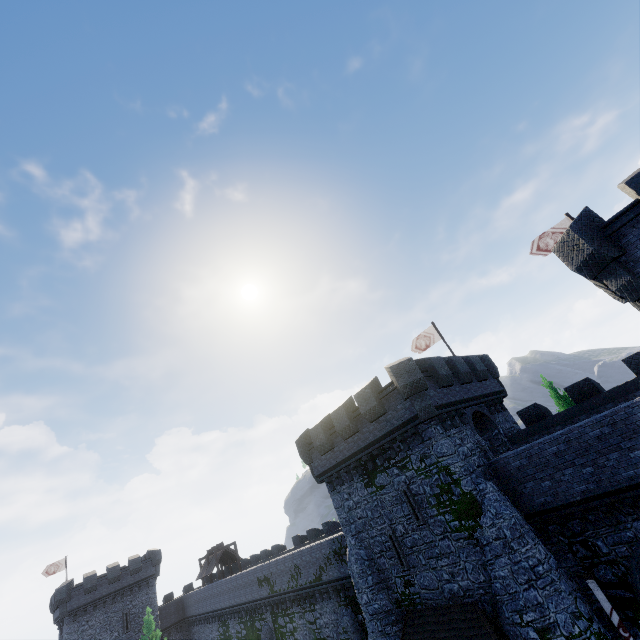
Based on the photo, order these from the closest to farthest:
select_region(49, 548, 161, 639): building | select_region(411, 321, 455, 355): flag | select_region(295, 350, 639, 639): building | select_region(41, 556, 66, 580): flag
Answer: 1. select_region(295, 350, 639, 639): building
2. select_region(411, 321, 455, 355): flag
3. select_region(49, 548, 161, 639): building
4. select_region(41, 556, 66, 580): flag

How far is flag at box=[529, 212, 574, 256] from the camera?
19.9m

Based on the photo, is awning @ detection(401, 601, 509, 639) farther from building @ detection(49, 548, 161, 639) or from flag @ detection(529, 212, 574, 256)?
building @ detection(49, 548, 161, 639)

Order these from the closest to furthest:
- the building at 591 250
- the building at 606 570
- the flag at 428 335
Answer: the building at 591 250 < the building at 606 570 < the flag at 428 335

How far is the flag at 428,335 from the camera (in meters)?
25.77

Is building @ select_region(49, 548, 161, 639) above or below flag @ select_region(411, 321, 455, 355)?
below

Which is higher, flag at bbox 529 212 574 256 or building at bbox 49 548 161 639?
flag at bbox 529 212 574 256

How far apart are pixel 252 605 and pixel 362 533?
23.4m
